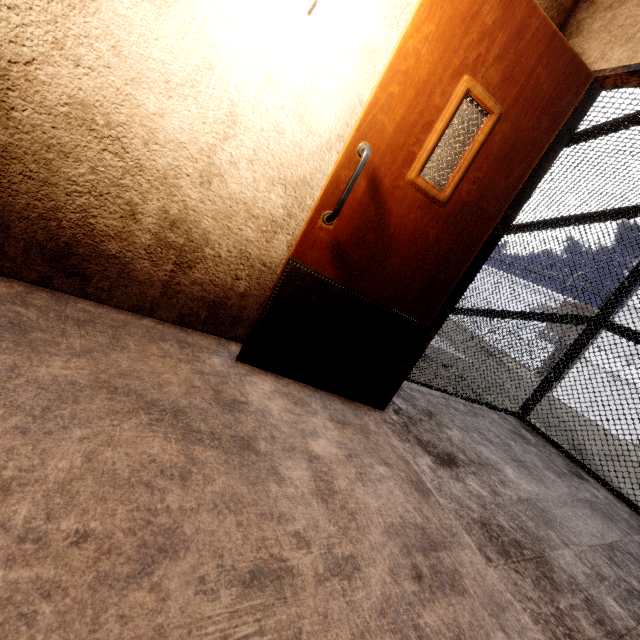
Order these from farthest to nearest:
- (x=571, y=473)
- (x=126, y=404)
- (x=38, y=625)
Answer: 1. (x=571, y=473)
2. (x=126, y=404)
3. (x=38, y=625)
